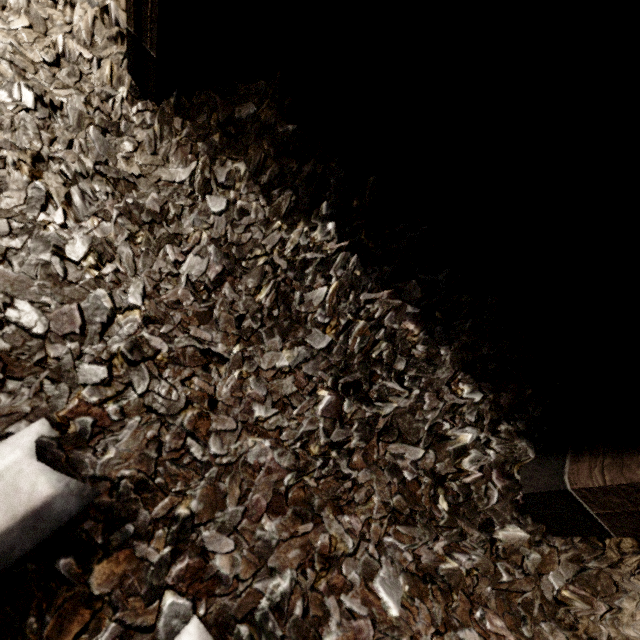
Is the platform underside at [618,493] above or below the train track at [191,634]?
above

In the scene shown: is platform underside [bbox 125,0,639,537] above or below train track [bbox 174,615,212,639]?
above

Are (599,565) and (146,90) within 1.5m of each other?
no
